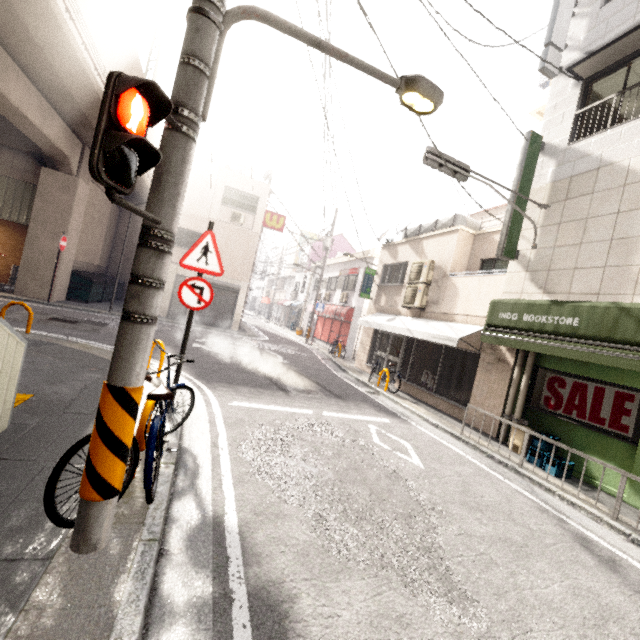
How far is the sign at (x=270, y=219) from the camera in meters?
19.3 m

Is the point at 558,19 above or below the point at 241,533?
above

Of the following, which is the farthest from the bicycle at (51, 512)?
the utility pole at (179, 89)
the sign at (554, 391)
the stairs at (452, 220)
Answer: the stairs at (452, 220)

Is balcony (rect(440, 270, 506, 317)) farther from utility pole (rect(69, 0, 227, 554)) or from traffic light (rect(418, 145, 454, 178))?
utility pole (rect(69, 0, 227, 554))

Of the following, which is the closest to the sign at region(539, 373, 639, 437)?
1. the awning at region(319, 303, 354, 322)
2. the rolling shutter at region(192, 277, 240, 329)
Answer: the awning at region(319, 303, 354, 322)

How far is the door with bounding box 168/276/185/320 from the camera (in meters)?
17.94

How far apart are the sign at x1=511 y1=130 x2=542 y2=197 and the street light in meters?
5.0 m

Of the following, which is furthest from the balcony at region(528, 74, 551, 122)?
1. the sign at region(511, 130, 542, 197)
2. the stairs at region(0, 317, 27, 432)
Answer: the stairs at region(0, 317, 27, 432)
